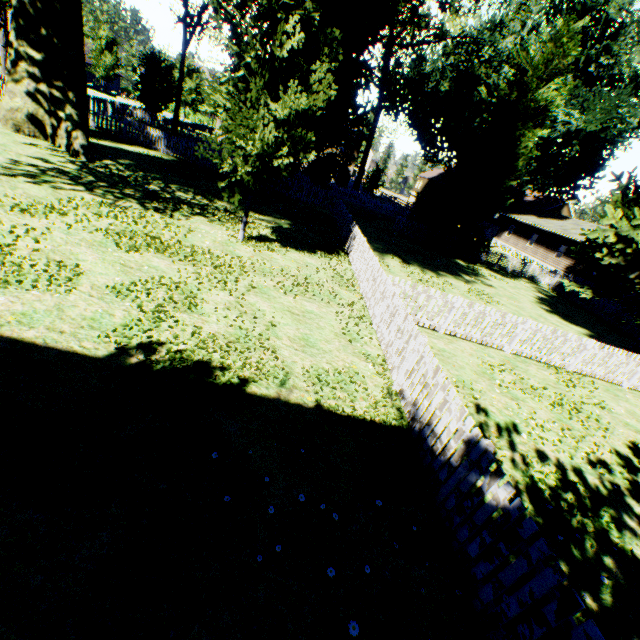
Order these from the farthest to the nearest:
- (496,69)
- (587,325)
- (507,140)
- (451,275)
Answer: (496,69)
(507,140)
(587,325)
(451,275)

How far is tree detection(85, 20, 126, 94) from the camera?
38.47m

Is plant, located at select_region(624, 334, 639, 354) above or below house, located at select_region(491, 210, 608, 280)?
below

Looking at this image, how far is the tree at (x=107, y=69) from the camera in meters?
38.5

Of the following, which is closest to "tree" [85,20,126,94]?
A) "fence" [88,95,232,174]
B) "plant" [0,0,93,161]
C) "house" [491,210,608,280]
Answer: "fence" [88,95,232,174]

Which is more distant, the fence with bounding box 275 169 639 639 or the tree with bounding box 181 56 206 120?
the tree with bounding box 181 56 206 120

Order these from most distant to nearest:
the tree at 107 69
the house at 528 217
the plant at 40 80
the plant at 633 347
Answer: the tree at 107 69, the house at 528 217, the plant at 633 347, the plant at 40 80

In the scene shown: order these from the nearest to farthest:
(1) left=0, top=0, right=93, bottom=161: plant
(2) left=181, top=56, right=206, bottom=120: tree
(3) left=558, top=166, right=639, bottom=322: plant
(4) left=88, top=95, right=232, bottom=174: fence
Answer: (1) left=0, top=0, right=93, bottom=161: plant < (3) left=558, top=166, right=639, bottom=322: plant < (4) left=88, top=95, right=232, bottom=174: fence < (2) left=181, top=56, right=206, bottom=120: tree
